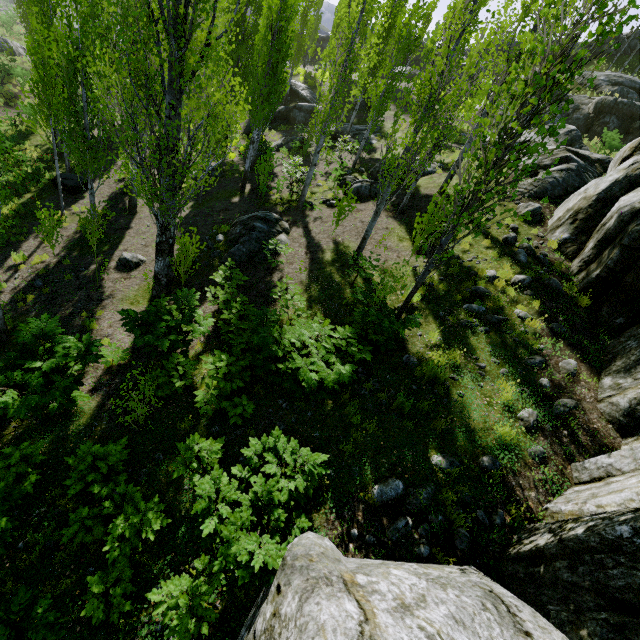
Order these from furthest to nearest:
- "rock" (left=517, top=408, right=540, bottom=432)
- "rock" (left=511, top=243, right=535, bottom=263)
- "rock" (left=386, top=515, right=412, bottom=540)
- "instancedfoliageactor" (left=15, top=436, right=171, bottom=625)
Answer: "rock" (left=511, top=243, right=535, bottom=263) → "rock" (left=517, top=408, right=540, bottom=432) → "rock" (left=386, top=515, right=412, bottom=540) → "instancedfoliageactor" (left=15, top=436, right=171, bottom=625)

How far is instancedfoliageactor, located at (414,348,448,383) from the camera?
6.80m

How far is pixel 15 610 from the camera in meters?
3.5

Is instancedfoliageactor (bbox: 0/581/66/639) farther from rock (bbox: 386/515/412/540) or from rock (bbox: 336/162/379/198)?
rock (bbox: 336/162/379/198)

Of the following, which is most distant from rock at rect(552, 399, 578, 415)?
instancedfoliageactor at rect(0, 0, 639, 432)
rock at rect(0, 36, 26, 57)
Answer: rock at rect(0, 36, 26, 57)

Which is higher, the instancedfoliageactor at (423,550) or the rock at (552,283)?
the rock at (552,283)

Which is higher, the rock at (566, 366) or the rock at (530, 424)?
the rock at (566, 366)
